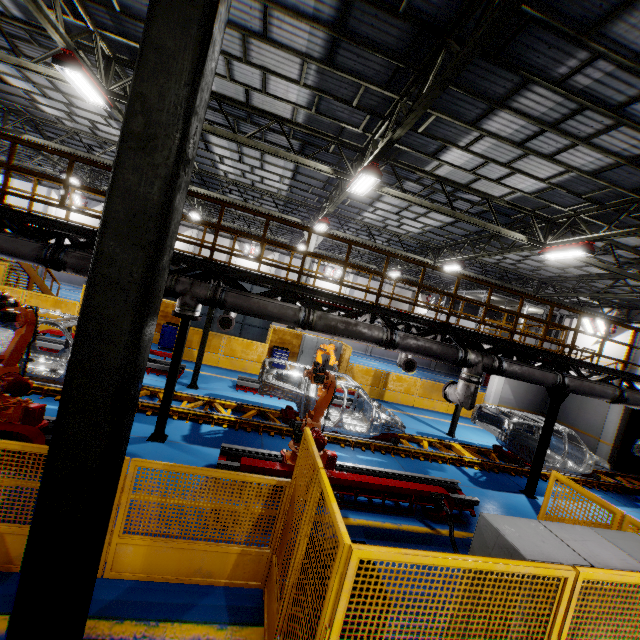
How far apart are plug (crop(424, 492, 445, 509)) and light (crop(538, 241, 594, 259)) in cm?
901

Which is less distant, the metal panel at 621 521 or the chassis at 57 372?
the metal panel at 621 521

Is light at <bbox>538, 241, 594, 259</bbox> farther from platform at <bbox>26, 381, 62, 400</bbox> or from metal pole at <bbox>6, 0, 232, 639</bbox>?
metal pole at <bbox>6, 0, 232, 639</bbox>

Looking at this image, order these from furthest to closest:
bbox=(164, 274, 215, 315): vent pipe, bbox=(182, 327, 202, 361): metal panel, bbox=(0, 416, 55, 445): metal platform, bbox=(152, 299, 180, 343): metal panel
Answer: bbox=(152, 299, 180, 343): metal panel
bbox=(182, 327, 202, 361): metal panel
bbox=(164, 274, 215, 315): vent pipe
bbox=(0, 416, 55, 445): metal platform

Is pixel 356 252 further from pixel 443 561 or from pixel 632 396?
pixel 443 561

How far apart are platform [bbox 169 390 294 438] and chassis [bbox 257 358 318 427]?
0.0m

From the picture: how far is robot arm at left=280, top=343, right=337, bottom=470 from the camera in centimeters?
677cm

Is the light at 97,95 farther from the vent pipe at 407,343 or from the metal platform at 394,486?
the metal platform at 394,486
